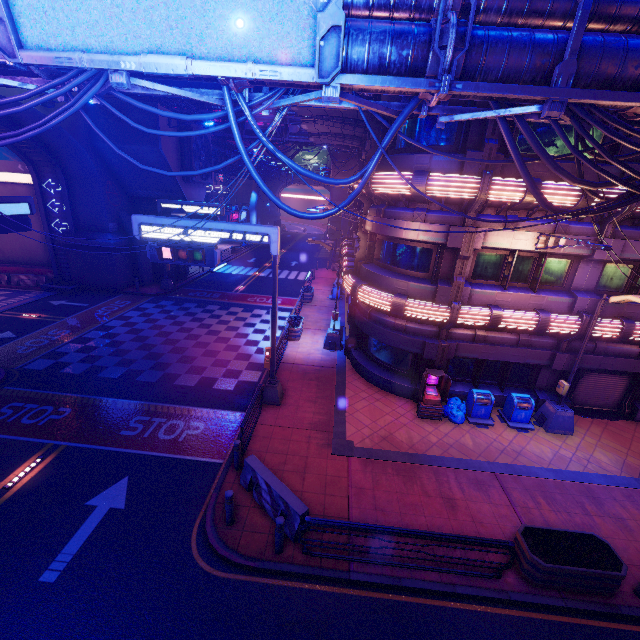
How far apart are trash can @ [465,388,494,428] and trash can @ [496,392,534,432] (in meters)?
0.24

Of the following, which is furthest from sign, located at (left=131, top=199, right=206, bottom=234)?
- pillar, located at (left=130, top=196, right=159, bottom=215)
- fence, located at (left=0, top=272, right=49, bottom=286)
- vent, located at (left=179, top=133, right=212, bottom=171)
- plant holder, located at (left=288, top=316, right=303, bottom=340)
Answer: fence, located at (left=0, top=272, right=49, bottom=286)

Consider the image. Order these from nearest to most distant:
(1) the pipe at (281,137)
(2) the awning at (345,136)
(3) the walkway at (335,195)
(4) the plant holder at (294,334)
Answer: (2) the awning at (345,136) → (4) the plant holder at (294,334) → (1) the pipe at (281,137) → (3) the walkway at (335,195)

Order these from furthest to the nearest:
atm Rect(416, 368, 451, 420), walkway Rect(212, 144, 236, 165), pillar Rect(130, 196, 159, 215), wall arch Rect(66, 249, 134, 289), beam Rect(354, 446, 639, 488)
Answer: walkway Rect(212, 144, 236, 165) → pillar Rect(130, 196, 159, 215) → wall arch Rect(66, 249, 134, 289) → atm Rect(416, 368, 451, 420) → beam Rect(354, 446, 639, 488)

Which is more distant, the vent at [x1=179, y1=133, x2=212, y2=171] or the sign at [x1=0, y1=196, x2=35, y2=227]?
the vent at [x1=179, y1=133, x2=212, y2=171]

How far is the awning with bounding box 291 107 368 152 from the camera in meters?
17.4

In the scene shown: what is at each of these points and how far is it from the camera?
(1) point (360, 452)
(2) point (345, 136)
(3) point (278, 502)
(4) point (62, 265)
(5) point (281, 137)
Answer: (1) beam, 11.34m
(2) awning, 23.86m
(3) fence, 8.62m
(4) tunnel, 26.11m
(5) pipe, 36.72m

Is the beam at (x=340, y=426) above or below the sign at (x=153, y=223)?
below
